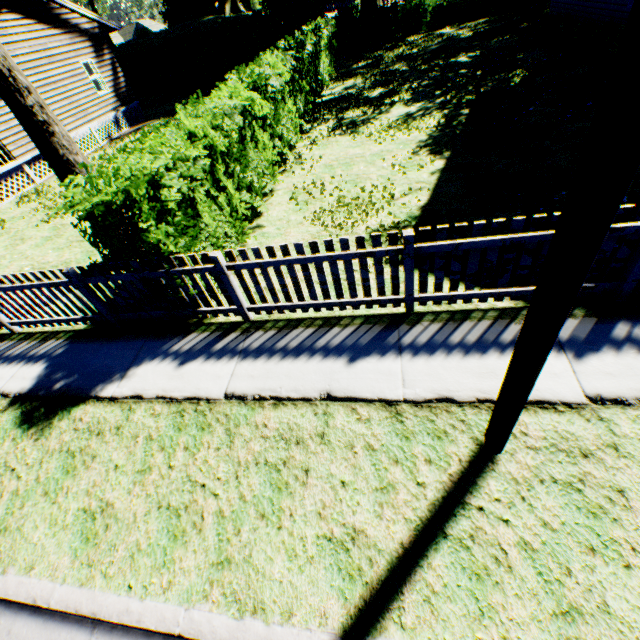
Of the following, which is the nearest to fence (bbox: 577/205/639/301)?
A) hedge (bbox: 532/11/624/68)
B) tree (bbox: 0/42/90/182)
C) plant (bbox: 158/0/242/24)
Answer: tree (bbox: 0/42/90/182)

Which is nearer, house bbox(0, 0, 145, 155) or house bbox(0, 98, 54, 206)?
house bbox(0, 98, 54, 206)

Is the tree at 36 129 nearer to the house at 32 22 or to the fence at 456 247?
the fence at 456 247

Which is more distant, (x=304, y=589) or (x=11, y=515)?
(x=11, y=515)

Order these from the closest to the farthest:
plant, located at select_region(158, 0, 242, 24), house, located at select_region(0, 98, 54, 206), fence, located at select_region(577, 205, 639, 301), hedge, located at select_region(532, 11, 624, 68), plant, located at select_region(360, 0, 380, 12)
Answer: fence, located at select_region(577, 205, 639, 301), hedge, located at select_region(532, 11, 624, 68), house, located at select_region(0, 98, 54, 206), plant, located at select_region(360, 0, 380, 12), plant, located at select_region(158, 0, 242, 24)

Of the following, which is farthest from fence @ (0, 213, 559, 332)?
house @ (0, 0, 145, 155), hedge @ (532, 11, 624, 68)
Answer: hedge @ (532, 11, 624, 68)

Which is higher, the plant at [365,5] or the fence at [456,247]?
the plant at [365,5]
